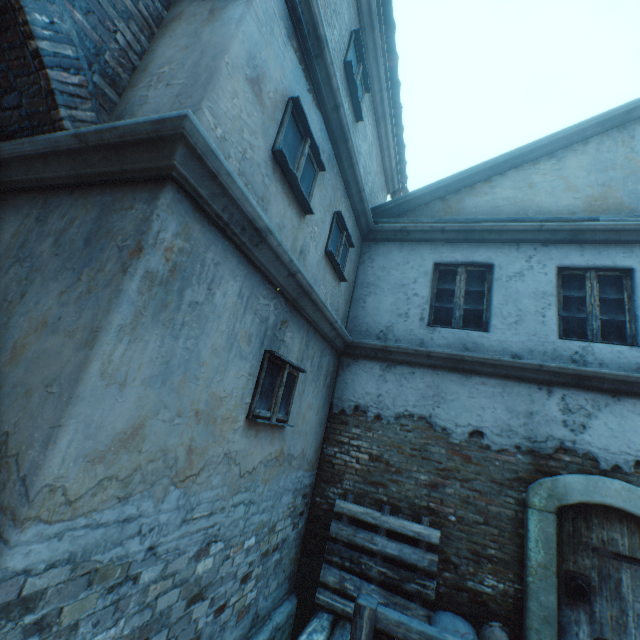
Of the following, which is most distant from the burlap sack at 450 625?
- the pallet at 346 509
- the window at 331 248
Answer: the window at 331 248

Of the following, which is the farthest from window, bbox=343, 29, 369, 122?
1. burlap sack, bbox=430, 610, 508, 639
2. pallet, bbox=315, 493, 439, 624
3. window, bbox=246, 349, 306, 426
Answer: burlap sack, bbox=430, 610, 508, 639

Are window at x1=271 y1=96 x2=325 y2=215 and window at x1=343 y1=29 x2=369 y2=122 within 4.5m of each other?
yes

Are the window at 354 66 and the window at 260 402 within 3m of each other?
no

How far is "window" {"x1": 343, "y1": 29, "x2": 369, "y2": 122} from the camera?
4.9m

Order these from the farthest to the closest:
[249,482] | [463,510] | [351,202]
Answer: [351,202], [463,510], [249,482]

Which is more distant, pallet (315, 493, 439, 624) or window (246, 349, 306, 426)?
pallet (315, 493, 439, 624)

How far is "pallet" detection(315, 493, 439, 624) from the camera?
4.29m
